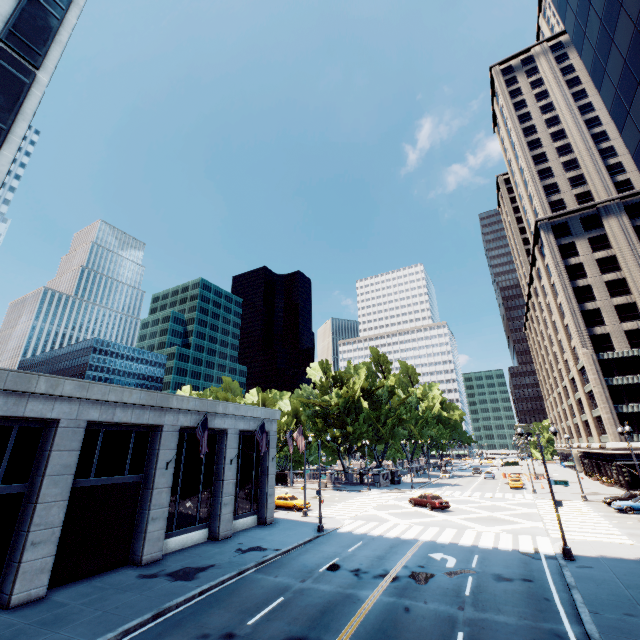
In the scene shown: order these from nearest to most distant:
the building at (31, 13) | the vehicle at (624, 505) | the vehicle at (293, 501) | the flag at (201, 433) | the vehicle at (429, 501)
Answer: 1. the building at (31, 13)
2. the flag at (201, 433)
3. the vehicle at (624, 505)
4. the vehicle at (429, 501)
5. the vehicle at (293, 501)

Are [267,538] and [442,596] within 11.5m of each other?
no

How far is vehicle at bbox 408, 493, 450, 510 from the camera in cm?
3305

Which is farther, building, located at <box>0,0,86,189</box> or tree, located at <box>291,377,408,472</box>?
tree, located at <box>291,377,408,472</box>

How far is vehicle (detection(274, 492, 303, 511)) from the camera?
34.8 meters

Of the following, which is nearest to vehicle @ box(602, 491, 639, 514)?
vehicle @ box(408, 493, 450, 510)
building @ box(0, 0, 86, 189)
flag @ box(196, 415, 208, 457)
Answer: vehicle @ box(408, 493, 450, 510)

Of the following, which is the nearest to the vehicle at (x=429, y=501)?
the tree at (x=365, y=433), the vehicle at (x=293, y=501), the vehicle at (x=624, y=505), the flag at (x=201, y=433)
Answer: the vehicle at (x=293, y=501)

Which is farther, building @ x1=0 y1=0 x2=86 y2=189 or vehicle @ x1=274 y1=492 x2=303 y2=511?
vehicle @ x1=274 y1=492 x2=303 y2=511
